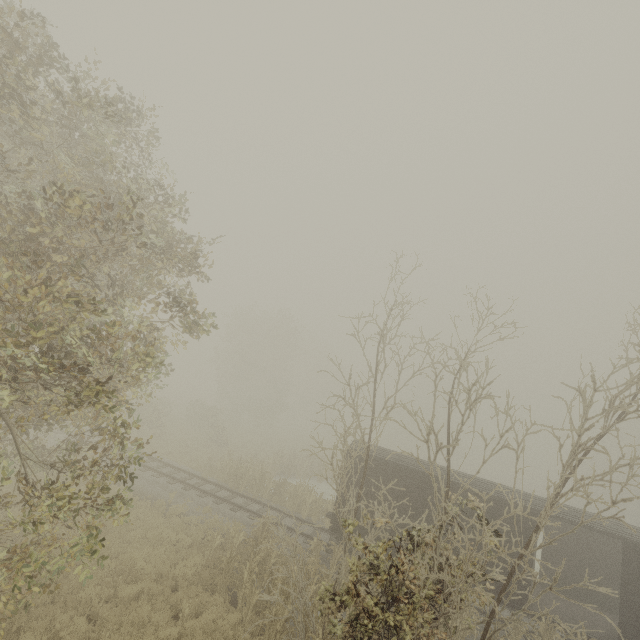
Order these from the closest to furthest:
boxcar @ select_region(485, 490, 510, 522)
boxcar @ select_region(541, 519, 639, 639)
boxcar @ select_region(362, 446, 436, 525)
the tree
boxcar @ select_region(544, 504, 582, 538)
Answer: the tree
boxcar @ select_region(541, 519, 639, 639)
boxcar @ select_region(544, 504, 582, 538)
boxcar @ select_region(485, 490, 510, 522)
boxcar @ select_region(362, 446, 436, 525)

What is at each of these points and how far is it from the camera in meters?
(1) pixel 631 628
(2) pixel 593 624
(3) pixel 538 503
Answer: (1) boxcar, 11.2 m
(2) boxcar, 12.2 m
(3) boxcar, 13.3 m

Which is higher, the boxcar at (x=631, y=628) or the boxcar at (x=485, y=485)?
the boxcar at (x=485, y=485)

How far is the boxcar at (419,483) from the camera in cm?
1383

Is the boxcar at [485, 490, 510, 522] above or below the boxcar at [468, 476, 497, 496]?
below

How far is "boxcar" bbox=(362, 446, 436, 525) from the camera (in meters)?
13.83
